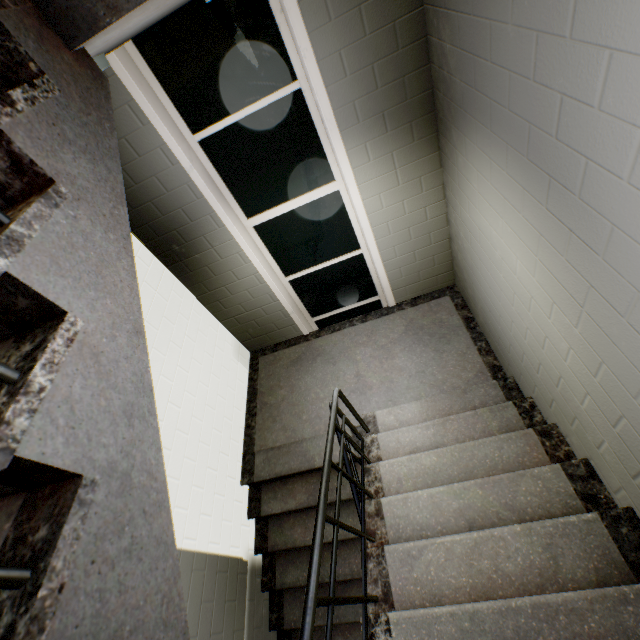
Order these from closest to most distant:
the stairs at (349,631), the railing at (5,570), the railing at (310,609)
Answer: the railing at (5,570) < the railing at (310,609) < the stairs at (349,631)

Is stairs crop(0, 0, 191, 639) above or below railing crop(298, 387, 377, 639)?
above

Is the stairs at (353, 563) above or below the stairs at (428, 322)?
below

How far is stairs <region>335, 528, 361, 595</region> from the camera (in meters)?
3.11

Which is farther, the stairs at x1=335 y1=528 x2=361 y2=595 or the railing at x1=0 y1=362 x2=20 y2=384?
the stairs at x1=335 y1=528 x2=361 y2=595

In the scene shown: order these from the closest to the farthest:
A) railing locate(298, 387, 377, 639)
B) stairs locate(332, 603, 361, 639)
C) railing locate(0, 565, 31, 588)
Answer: railing locate(0, 565, 31, 588) → railing locate(298, 387, 377, 639) → stairs locate(332, 603, 361, 639)

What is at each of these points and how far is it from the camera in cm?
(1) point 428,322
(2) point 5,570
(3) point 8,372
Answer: (1) stairs, 389
(2) railing, 52
(3) railing, 61
